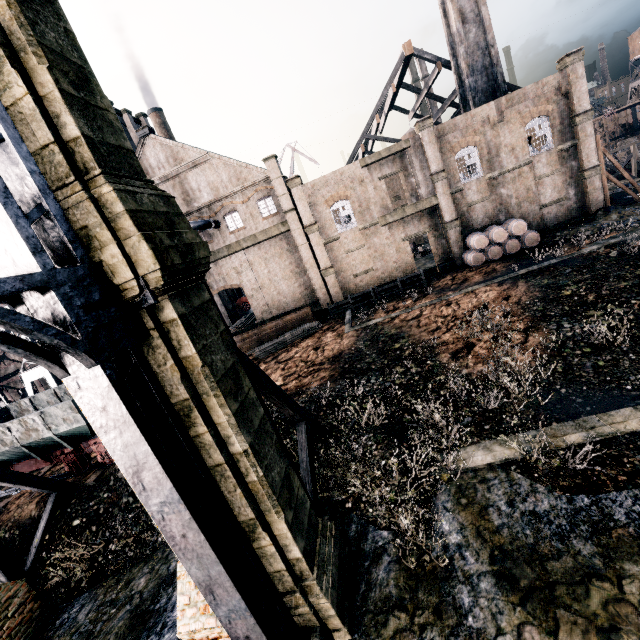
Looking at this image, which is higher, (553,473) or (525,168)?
(525,168)

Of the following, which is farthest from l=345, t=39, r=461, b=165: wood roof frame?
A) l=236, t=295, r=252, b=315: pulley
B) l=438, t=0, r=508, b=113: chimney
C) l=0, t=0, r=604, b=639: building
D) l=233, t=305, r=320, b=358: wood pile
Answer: l=0, t=0, r=604, b=639: building

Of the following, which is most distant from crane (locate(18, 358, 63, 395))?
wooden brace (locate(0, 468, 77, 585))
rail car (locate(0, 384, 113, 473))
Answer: wooden brace (locate(0, 468, 77, 585))

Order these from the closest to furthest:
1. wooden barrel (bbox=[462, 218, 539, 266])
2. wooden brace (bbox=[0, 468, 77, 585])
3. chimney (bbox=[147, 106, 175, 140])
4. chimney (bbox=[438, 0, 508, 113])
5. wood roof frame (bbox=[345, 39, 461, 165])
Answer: wooden brace (bbox=[0, 468, 77, 585])
wooden barrel (bbox=[462, 218, 539, 266])
chimney (bbox=[438, 0, 508, 113])
wood roof frame (bbox=[345, 39, 461, 165])
chimney (bbox=[147, 106, 175, 140])

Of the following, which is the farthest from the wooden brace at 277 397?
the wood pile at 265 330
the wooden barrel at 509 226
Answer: the wooden barrel at 509 226

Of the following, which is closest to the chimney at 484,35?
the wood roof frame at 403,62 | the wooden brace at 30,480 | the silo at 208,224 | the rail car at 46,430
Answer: the wood roof frame at 403,62

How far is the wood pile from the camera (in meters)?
27.91

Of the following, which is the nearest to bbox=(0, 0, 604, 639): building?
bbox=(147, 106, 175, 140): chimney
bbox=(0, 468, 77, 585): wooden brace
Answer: bbox=(147, 106, 175, 140): chimney
